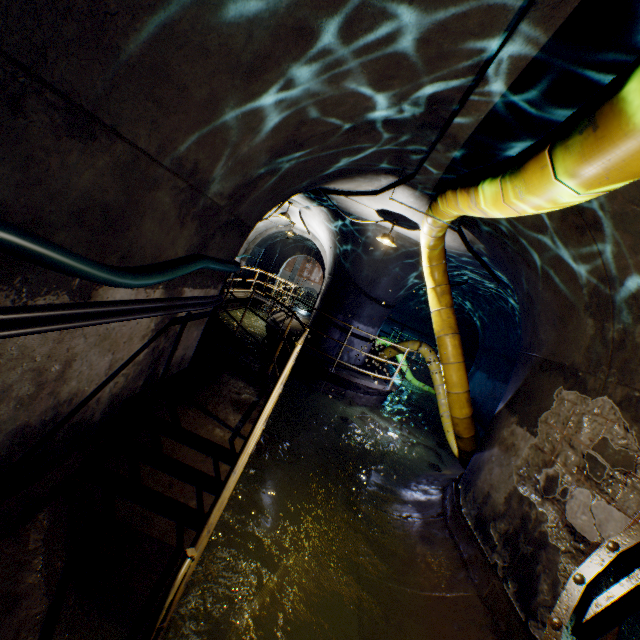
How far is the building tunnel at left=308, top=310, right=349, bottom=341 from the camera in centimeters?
973cm

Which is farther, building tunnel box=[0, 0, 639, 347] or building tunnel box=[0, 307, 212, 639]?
building tunnel box=[0, 307, 212, 639]

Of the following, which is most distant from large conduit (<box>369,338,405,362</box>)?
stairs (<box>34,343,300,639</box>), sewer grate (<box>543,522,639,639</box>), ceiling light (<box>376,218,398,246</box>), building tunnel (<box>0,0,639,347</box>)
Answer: sewer grate (<box>543,522,639,639</box>)

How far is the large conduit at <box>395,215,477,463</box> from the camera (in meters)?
5.64

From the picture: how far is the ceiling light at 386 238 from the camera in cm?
649

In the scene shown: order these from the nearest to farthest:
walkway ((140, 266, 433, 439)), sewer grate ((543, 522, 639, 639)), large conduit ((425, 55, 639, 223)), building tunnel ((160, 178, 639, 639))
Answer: large conduit ((425, 55, 639, 223)) → sewer grate ((543, 522, 639, 639)) → building tunnel ((160, 178, 639, 639)) → walkway ((140, 266, 433, 439))

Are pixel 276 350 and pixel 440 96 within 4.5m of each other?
no

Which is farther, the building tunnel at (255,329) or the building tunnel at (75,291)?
→ the building tunnel at (255,329)
